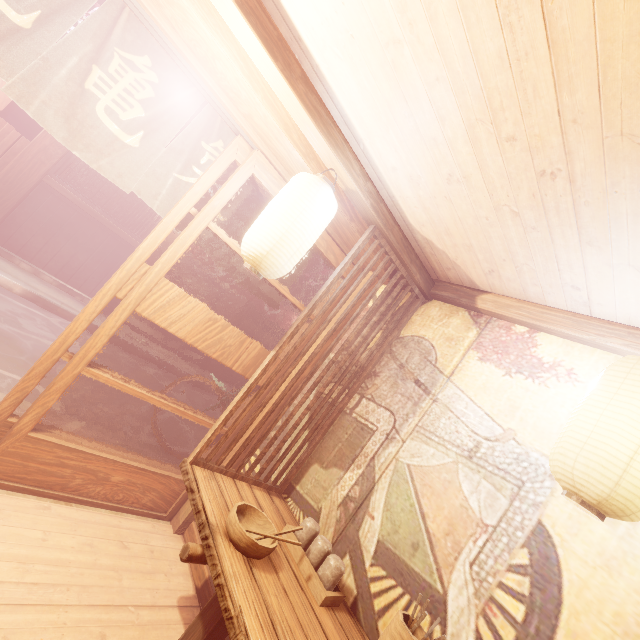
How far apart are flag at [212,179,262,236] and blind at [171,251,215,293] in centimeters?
2279cm

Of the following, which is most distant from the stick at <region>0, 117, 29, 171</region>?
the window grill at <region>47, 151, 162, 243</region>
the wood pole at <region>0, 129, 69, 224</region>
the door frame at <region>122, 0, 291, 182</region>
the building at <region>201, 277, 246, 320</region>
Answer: the door frame at <region>122, 0, 291, 182</region>

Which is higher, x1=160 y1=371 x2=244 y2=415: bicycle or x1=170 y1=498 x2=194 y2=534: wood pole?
x1=160 y1=371 x2=244 y2=415: bicycle

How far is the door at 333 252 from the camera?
5.07m

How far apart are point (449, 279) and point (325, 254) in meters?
1.9 m

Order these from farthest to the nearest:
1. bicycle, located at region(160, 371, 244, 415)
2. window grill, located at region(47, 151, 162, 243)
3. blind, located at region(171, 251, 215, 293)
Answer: blind, located at region(171, 251, 215, 293) < window grill, located at region(47, 151, 162, 243) < bicycle, located at region(160, 371, 244, 415)

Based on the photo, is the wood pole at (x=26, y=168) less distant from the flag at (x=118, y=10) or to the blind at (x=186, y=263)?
the flag at (x=118, y=10)

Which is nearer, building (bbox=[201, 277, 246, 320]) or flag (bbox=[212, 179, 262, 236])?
flag (bbox=[212, 179, 262, 236])
